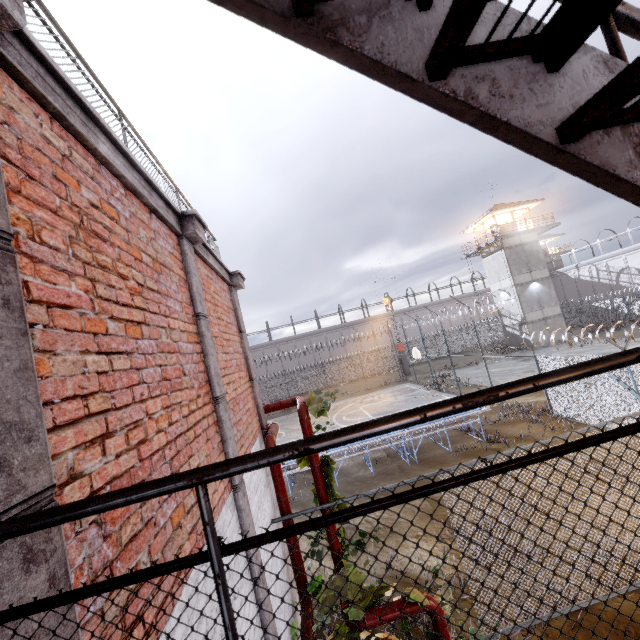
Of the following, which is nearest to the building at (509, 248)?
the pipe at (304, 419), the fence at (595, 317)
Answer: the fence at (595, 317)

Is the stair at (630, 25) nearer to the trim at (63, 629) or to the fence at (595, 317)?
the trim at (63, 629)

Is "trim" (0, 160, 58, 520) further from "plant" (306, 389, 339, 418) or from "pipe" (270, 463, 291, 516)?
"plant" (306, 389, 339, 418)

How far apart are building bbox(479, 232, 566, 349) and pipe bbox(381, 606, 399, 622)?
34.2 meters

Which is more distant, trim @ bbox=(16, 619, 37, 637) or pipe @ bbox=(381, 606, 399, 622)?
pipe @ bbox=(381, 606, 399, 622)

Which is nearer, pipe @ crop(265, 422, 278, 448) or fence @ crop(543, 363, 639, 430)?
pipe @ crop(265, 422, 278, 448)

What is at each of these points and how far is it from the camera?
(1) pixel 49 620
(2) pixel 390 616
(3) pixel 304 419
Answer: (1) trim, 1.1 meters
(2) pipe, 4.4 meters
(3) pipe, 5.7 meters

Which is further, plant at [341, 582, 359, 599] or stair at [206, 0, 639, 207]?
plant at [341, 582, 359, 599]
